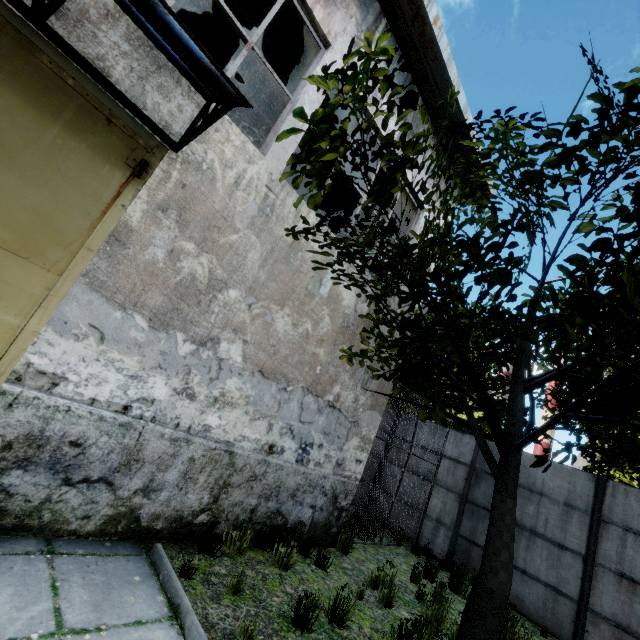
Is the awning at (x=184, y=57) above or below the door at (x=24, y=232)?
above

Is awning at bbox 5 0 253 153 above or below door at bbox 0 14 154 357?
above

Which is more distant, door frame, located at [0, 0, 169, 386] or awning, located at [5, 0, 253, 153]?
door frame, located at [0, 0, 169, 386]

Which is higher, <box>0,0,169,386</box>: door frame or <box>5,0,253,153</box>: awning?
<box>5,0,253,153</box>: awning

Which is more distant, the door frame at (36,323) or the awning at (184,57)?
the door frame at (36,323)

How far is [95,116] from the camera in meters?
3.4
